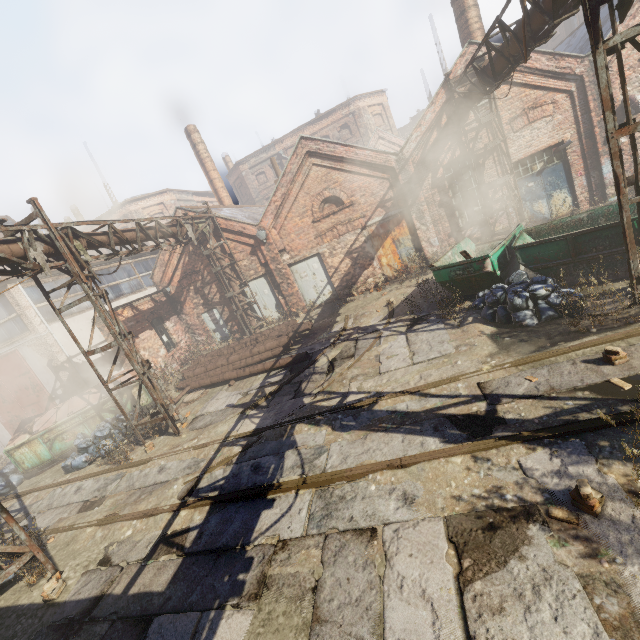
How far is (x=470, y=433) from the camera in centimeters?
495cm

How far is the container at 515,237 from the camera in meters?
7.3

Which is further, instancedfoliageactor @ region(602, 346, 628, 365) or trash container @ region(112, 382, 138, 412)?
trash container @ region(112, 382, 138, 412)

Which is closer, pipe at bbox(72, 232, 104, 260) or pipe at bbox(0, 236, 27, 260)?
pipe at bbox(0, 236, 27, 260)

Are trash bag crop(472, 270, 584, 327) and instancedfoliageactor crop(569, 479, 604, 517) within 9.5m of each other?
yes

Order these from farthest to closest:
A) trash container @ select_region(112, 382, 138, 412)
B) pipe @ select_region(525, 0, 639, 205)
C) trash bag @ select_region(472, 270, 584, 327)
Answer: trash container @ select_region(112, 382, 138, 412) < trash bag @ select_region(472, 270, 584, 327) < pipe @ select_region(525, 0, 639, 205)

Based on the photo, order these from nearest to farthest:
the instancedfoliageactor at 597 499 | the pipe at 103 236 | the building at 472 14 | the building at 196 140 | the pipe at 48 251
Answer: the instancedfoliageactor at 597 499 < the pipe at 48 251 < the pipe at 103 236 < the building at 472 14 < the building at 196 140

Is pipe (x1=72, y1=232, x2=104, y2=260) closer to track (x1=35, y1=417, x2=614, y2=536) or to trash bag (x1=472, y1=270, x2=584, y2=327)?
track (x1=35, y1=417, x2=614, y2=536)
